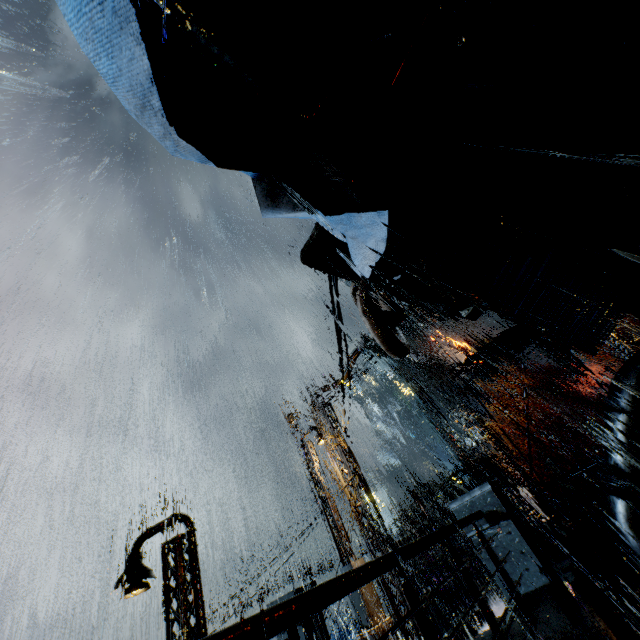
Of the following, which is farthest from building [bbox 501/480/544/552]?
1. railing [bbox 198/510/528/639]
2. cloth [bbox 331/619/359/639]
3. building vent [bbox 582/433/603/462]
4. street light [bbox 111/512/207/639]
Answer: cloth [bbox 331/619/359/639]

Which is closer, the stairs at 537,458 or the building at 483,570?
the building at 483,570

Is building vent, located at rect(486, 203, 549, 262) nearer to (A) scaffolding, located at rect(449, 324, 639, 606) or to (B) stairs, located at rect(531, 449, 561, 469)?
(A) scaffolding, located at rect(449, 324, 639, 606)

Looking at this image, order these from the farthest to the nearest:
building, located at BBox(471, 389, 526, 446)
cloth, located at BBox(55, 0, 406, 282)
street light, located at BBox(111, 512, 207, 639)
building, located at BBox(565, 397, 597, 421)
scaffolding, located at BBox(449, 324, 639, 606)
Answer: building, located at BBox(471, 389, 526, 446) < building, located at BBox(565, 397, 597, 421) < street light, located at BBox(111, 512, 207, 639) < scaffolding, located at BBox(449, 324, 639, 606) < cloth, located at BBox(55, 0, 406, 282)

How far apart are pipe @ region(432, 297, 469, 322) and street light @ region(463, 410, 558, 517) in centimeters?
1153cm

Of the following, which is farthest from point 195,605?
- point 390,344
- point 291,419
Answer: point 390,344

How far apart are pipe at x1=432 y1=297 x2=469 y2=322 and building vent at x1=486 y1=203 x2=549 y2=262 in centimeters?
605cm

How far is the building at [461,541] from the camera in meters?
14.3 m
